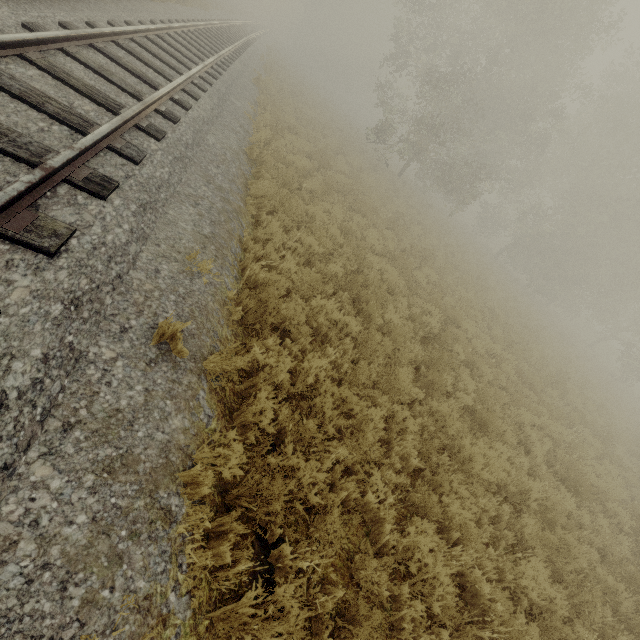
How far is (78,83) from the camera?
5.0 meters
